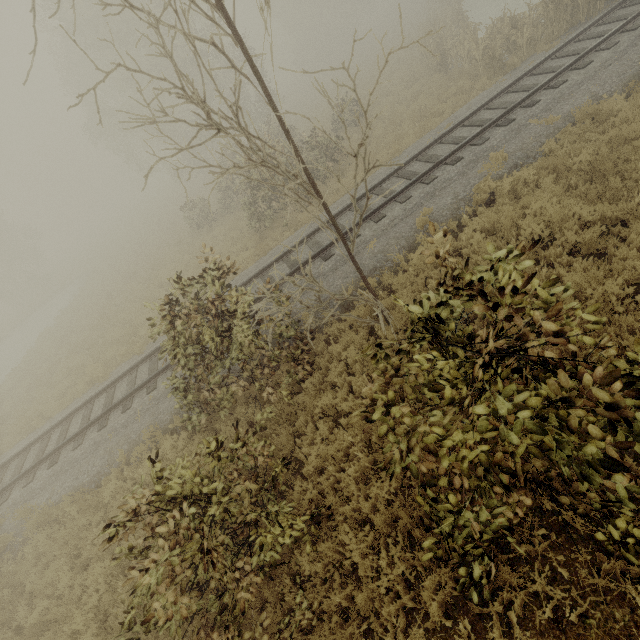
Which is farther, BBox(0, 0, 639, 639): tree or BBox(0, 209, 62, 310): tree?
BBox(0, 209, 62, 310): tree

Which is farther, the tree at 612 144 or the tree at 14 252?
the tree at 14 252

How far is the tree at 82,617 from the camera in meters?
6.2

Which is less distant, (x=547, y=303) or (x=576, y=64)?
(x=547, y=303)

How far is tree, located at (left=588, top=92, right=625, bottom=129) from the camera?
8.46m

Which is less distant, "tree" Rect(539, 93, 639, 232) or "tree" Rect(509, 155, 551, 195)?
"tree" Rect(539, 93, 639, 232)
